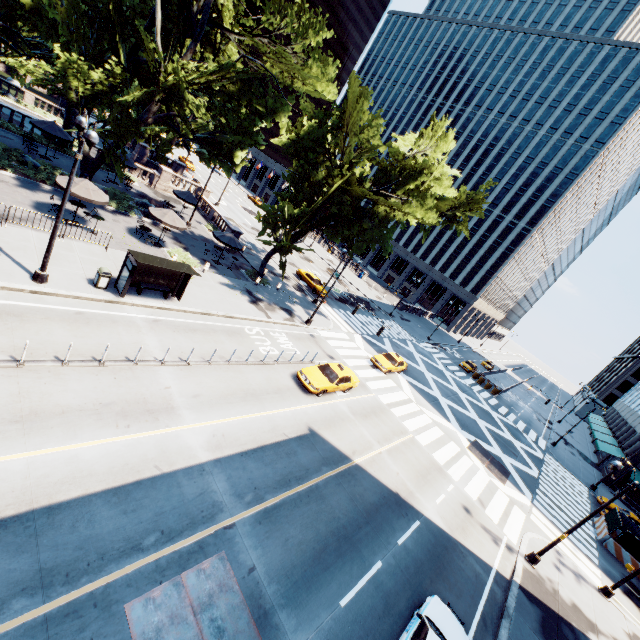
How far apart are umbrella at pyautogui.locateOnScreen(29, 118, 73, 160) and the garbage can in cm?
1782

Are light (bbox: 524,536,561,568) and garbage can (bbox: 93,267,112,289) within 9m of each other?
no

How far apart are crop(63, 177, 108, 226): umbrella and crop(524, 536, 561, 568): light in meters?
31.5

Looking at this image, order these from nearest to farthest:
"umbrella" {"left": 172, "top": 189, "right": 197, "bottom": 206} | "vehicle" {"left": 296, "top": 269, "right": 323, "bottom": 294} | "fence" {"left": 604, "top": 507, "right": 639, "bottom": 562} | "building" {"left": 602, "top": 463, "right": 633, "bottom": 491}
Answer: "fence" {"left": 604, "top": 507, "right": 639, "bottom": 562}, "umbrella" {"left": 172, "top": 189, "right": 197, "bottom": 206}, "vehicle" {"left": 296, "top": 269, "right": 323, "bottom": 294}, "building" {"left": 602, "top": 463, "right": 633, "bottom": 491}

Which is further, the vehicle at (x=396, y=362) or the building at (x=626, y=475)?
the building at (x=626, y=475)

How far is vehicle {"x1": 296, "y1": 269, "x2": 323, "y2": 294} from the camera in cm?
3791

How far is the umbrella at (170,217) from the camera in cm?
2281

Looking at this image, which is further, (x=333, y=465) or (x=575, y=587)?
(x=575, y=587)
